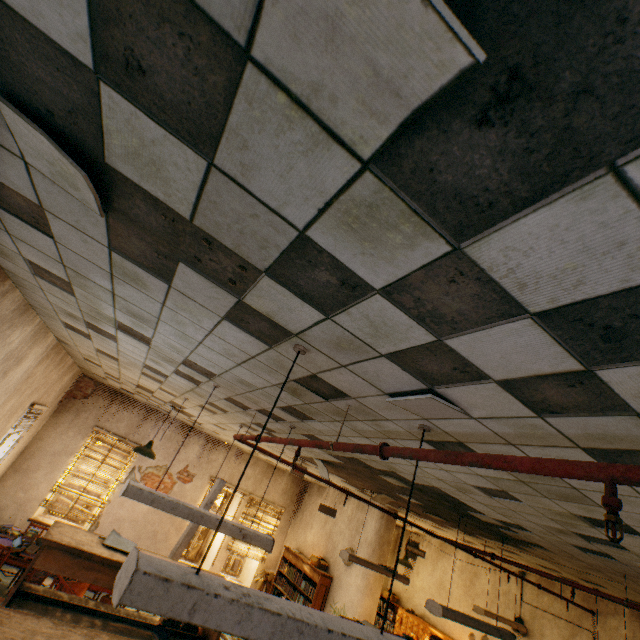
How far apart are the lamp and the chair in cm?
201

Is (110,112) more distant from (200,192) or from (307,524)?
(307,524)

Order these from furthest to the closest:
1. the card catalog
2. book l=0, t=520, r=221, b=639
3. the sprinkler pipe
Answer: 1. the card catalog
2. book l=0, t=520, r=221, b=639
3. the sprinkler pipe

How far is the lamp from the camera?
6.12m

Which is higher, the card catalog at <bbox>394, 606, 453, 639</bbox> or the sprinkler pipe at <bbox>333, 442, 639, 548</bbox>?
the sprinkler pipe at <bbox>333, 442, 639, 548</bbox>

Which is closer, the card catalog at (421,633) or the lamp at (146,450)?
the lamp at (146,450)

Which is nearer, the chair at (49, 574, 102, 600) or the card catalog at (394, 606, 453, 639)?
the chair at (49, 574, 102, 600)

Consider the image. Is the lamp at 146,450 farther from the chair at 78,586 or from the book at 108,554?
the book at 108,554
